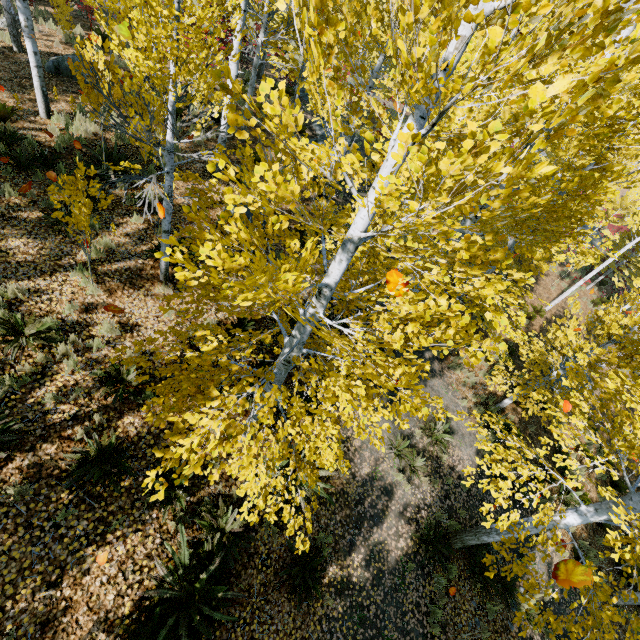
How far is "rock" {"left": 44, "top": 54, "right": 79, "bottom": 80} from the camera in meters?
11.1 m

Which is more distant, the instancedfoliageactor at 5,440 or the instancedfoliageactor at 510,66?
the instancedfoliageactor at 5,440

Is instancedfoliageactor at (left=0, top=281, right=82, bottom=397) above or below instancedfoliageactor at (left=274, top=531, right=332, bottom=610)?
above

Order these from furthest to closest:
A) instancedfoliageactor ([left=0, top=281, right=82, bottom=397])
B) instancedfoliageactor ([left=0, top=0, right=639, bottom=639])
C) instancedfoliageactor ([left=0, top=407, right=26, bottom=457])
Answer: instancedfoliageactor ([left=0, top=281, right=82, bottom=397]) < instancedfoliageactor ([left=0, top=407, right=26, bottom=457]) < instancedfoliageactor ([left=0, top=0, right=639, bottom=639])

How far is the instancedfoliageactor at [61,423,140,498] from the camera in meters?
4.8

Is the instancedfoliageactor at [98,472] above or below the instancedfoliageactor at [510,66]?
below

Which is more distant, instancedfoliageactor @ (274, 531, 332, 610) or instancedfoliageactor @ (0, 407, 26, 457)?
instancedfoliageactor @ (274, 531, 332, 610)

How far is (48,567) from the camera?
4.3m
